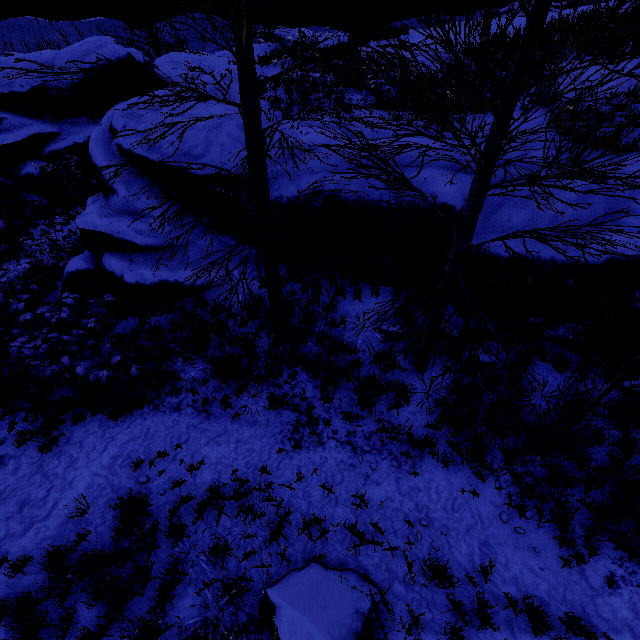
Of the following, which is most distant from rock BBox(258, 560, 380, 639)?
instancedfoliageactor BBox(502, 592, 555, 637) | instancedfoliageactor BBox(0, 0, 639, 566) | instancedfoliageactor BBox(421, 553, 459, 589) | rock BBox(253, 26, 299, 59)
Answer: rock BBox(253, 26, 299, 59)

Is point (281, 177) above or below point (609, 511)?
above

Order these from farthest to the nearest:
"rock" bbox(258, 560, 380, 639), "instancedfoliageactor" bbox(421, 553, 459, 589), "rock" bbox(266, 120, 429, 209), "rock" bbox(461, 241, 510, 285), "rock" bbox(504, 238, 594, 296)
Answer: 1. "rock" bbox(266, 120, 429, 209)
2. "rock" bbox(461, 241, 510, 285)
3. "rock" bbox(504, 238, 594, 296)
4. "instancedfoliageactor" bbox(421, 553, 459, 589)
5. "rock" bbox(258, 560, 380, 639)

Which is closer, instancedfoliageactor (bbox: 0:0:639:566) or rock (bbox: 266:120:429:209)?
instancedfoliageactor (bbox: 0:0:639:566)

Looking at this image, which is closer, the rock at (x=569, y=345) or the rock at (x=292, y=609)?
the rock at (x=292, y=609)

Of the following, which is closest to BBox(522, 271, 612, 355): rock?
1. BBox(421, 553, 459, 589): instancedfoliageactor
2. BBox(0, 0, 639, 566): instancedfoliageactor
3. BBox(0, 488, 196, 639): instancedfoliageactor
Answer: BBox(0, 0, 639, 566): instancedfoliageactor

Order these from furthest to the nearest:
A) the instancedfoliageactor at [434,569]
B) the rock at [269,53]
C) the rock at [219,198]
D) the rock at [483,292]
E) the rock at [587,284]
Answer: the rock at [269,53]
the rock at [219,198]
the rock at [483,292]
the rock at [587,284]
the instancedfoliageactor at [434,569]

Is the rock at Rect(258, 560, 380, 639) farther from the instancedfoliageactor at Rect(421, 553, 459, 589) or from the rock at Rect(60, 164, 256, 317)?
the rock at Rect(60, 164, 256, 317)
